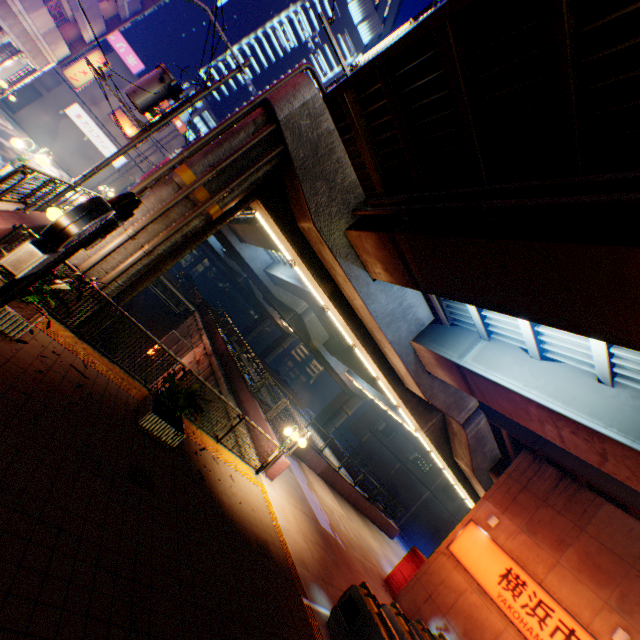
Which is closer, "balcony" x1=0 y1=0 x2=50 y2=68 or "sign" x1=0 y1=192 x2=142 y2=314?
"sign" x1=0 y1=192 x2=142 y2=314

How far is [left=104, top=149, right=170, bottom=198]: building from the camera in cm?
3497

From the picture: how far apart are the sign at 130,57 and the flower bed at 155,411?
39.58m

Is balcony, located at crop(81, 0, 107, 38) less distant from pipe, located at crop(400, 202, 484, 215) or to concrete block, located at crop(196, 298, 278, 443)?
pipe, located at crop(400, 202, 484, 215)

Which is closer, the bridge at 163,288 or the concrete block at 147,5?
the concrete block at 147,5

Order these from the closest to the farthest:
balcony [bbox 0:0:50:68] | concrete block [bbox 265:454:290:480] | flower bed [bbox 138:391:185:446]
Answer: flower bed [bbox 138:391:185:446], concrete block [bbox 265:454:290:480], balcony [bbox 0:0:50:68]

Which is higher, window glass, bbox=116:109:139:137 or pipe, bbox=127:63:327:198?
window glass, bbox=116:109:139:137

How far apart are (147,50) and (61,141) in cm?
3573
